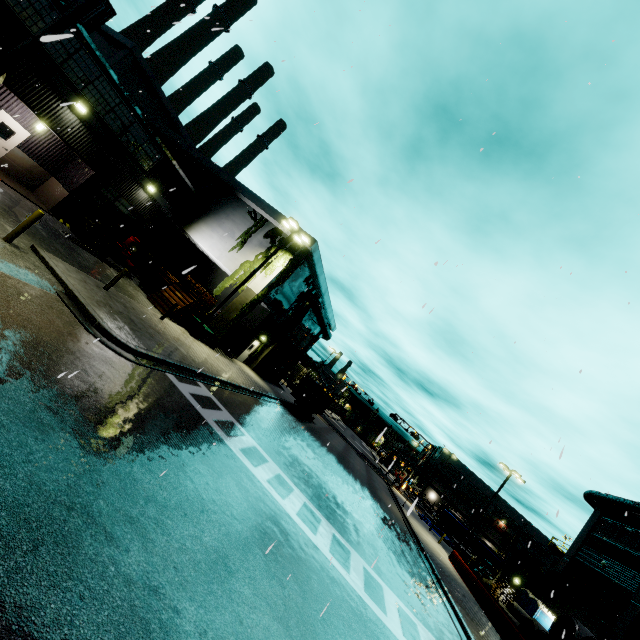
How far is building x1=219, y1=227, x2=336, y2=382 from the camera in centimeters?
2583cm

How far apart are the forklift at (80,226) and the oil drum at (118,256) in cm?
191

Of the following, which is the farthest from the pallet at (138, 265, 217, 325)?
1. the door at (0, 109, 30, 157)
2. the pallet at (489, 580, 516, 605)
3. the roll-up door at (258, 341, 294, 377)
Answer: the pallet at (489, 580, 516, 605)

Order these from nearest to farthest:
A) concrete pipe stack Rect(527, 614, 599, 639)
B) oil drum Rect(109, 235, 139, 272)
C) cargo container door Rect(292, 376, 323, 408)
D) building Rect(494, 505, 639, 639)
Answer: concrete pipe stack Rect(527, 614, 599, 639)
oil drum Rect(109, 235, 139, 272)
building Rect(494, 505, 639, 639)
cargo container door Rect(292, 376, 323, 408)

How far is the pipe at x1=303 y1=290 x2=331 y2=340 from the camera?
30.4 meters

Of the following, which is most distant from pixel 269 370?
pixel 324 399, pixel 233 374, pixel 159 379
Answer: pixel 159 379

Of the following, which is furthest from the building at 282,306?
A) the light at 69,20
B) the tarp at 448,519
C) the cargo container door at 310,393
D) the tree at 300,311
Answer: the cargo container door at 310,393

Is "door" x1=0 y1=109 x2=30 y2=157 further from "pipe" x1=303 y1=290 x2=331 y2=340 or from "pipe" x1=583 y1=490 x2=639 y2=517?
"pipe" x1=583 y1=490 x2=639 y2=517
